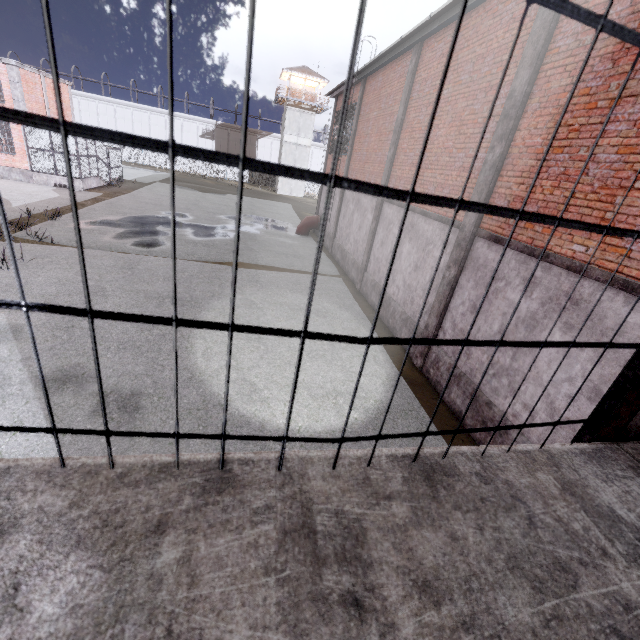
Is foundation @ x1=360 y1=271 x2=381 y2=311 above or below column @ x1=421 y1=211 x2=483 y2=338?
below

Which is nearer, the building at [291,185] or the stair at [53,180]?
the stair at [53,180]

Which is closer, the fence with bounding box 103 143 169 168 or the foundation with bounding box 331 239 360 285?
the foundation with bounding box 331 239 360 285

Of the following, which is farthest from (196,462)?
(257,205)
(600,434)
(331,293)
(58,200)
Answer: (257,205)

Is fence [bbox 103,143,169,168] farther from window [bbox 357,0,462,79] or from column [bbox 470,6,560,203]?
column [bbox 470,6,560,203]

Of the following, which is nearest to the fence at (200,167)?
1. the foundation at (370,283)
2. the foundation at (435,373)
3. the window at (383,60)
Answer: the foundation at (435,373)

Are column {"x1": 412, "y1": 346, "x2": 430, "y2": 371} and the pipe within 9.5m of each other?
no

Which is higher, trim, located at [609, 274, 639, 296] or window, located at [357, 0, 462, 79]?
window, located at [357, 0, 462, 79]
